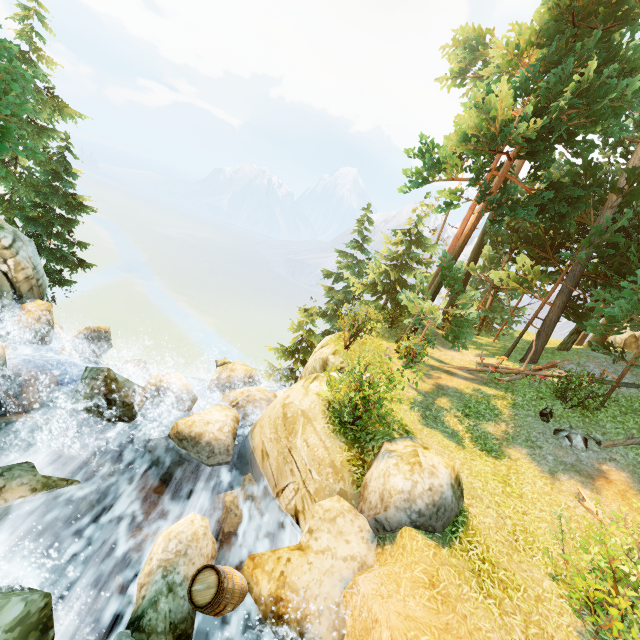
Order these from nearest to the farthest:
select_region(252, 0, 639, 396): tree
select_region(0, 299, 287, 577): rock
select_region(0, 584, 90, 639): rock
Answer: select_region(0, 584, 90, 639): rock, select_region(0, 299, 287, 577): rock, select_region(252, 0, 639, 396): tree

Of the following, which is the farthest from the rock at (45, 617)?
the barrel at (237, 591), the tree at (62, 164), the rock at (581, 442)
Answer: the rock at (581, 442)

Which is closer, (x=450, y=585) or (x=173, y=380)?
(x=450, y=585)

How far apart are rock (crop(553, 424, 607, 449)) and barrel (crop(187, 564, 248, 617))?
11.1m

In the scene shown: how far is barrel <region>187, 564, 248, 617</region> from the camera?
5.37m

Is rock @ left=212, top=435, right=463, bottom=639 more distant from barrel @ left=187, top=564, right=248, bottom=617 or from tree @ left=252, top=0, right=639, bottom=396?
tree @ left=252, top=0, right=639, bottom=396

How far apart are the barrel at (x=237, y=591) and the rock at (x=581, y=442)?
11.1 meters

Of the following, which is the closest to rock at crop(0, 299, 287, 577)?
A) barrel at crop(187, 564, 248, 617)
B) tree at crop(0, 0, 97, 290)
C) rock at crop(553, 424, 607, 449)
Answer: barrel at crop(187, 564, 248, 617)
